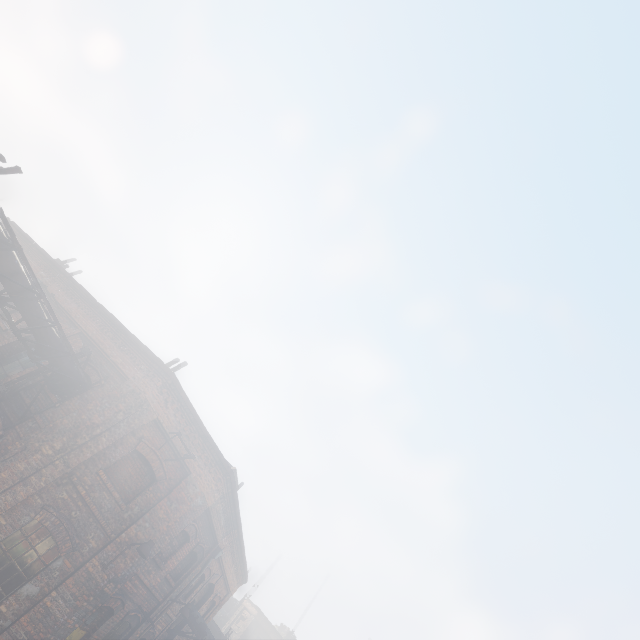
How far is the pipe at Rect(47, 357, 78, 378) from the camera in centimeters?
996cm

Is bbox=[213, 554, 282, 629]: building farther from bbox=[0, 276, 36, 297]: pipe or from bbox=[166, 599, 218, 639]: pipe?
bbox=[0, 276, 36, 297]: pipe

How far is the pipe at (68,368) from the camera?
10.0m

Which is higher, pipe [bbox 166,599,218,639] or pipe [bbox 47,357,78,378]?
pipe [bbox 47,357,78,378]

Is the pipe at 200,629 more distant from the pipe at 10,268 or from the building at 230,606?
the building at 230,606

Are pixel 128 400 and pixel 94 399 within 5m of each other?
yes

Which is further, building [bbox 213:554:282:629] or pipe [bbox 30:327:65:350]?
building [bbox 213:554:282:629]
